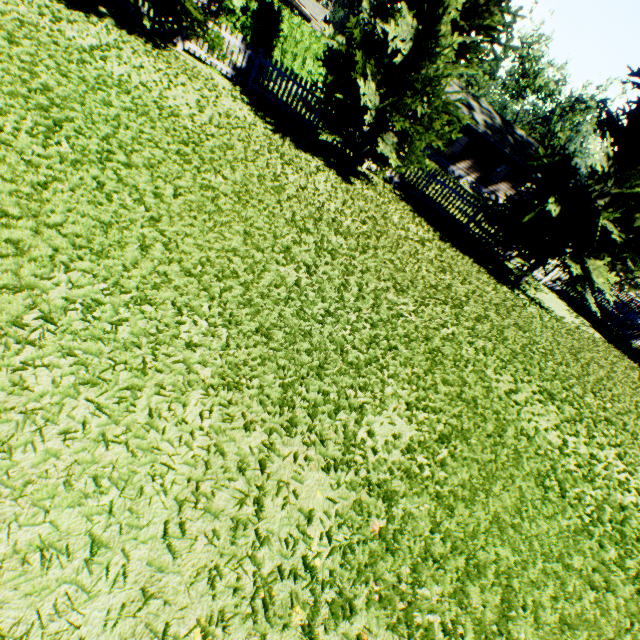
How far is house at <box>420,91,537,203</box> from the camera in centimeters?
2939cm

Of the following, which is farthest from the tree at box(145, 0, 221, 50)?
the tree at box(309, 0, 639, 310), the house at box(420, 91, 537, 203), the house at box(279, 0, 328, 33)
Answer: the house at box(420, 91, 537, 203)

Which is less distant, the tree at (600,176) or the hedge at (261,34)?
the tree at (600,176)

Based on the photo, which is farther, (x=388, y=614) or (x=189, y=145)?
(x=189, y=145)

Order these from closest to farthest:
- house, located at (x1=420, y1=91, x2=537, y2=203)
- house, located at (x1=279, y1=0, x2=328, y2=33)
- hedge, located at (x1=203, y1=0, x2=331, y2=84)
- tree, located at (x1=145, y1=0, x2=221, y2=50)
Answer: tree, located at (x1=145, y1=0, x2=221, y2=50), hedge, located at (x1=203, y1=0, x2=331, y2=84), house, located at (x1=279, y1=0, x2=328, y2=33), house, located at (x1=420, y1=91, x2=537, y2=203)

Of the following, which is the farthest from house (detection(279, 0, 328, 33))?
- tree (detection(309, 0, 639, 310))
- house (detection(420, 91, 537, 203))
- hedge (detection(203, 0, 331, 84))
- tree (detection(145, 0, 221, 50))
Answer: tree (detection(145, 0, 221, 50))

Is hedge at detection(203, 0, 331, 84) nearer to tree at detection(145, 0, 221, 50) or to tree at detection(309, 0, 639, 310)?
tree at detection(145, 0, 221, 50)

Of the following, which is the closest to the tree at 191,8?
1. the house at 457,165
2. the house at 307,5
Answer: the house at 307,5
